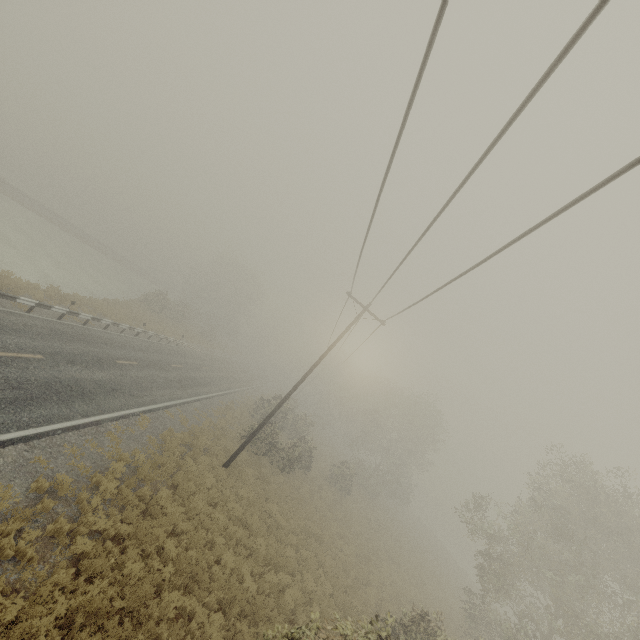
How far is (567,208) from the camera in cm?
419
